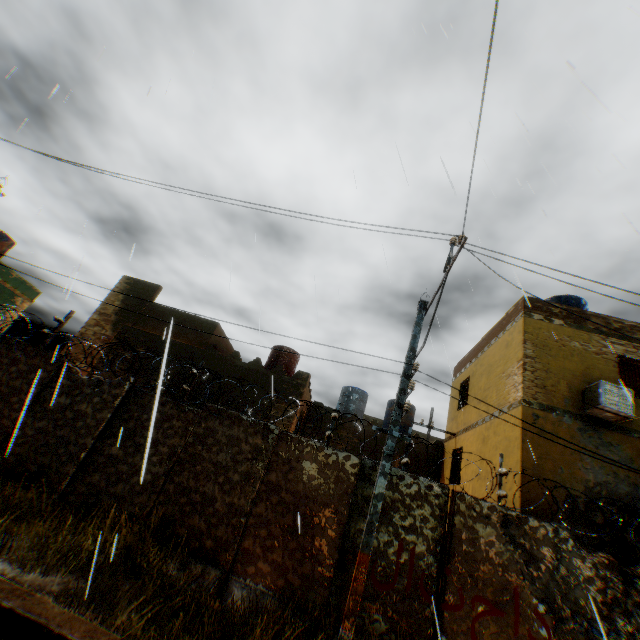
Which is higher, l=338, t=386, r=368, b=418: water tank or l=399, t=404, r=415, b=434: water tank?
l=399, t=404, r=415, b=434: water tank

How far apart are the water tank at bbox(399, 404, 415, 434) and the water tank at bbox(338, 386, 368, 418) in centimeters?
107cm

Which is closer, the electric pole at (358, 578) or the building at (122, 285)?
the electric pole at (358, 578)

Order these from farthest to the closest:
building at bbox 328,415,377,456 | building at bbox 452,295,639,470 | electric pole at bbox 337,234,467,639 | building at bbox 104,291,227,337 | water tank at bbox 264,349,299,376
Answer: water tank at bbox 264,349,299,376
building at bbox 328,415,377,456
building at bbox 104,291,227,337
building at bbox 452,295,639,470
electric pole at bbox 337,234,467,639

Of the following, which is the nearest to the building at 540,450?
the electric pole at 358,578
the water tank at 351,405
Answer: the water tank at 351,405

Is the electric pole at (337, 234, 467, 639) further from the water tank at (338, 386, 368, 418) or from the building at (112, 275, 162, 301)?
the water tank at (338, 386, 368, 418)

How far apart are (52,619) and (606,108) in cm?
891

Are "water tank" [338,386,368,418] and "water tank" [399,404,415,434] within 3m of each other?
yes
